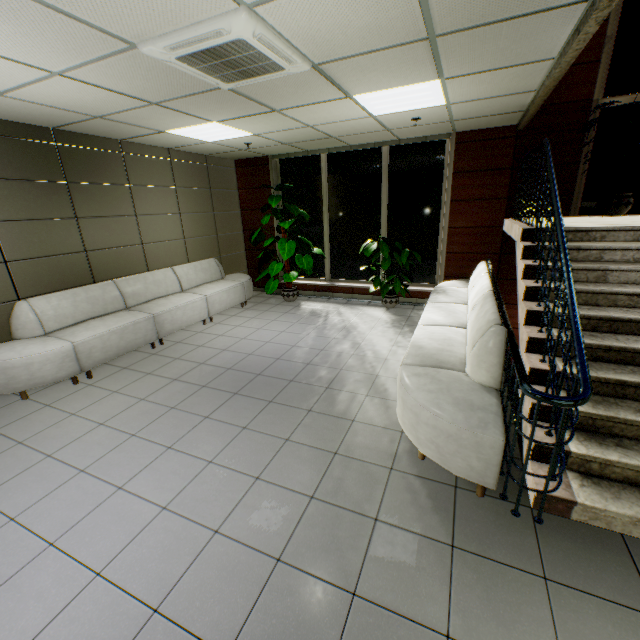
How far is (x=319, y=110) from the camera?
4.17m

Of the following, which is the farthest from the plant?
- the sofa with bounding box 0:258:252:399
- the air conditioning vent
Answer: the air conditioning vent

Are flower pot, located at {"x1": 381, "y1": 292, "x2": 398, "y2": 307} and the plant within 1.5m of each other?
yes

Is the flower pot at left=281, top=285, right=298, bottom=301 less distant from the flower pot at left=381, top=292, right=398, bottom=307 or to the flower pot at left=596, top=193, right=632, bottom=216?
the flower pot at left=381, top=292, right=398, bottom=307

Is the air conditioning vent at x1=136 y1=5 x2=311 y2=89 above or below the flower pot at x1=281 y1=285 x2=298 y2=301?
above

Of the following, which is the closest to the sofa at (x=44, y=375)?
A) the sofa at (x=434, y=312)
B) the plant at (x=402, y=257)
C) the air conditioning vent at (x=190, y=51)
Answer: the plant at (x=402, y=257)

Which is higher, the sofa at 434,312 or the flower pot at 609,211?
the flower pot at 609,211

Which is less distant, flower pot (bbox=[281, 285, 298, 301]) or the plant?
the plant
